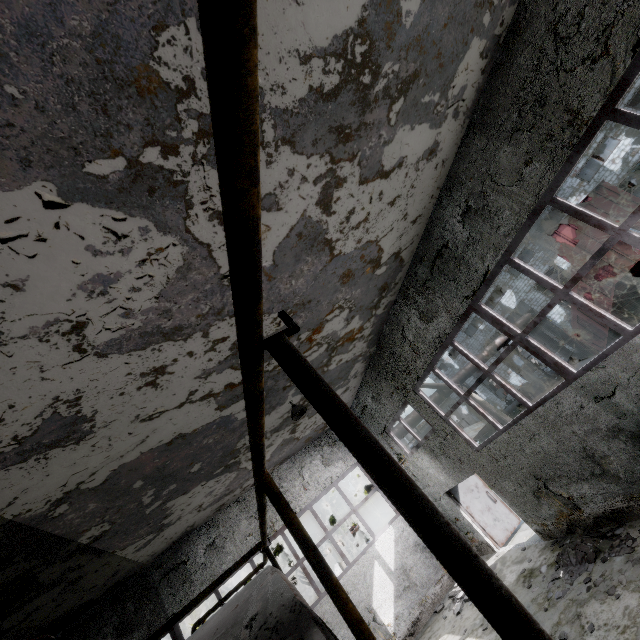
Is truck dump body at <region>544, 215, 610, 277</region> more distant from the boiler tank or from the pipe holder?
the pipe holder

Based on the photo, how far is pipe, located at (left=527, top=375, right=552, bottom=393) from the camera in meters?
26.8 m

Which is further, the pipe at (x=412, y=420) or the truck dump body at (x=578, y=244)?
the pipe at (x=412, y=420)

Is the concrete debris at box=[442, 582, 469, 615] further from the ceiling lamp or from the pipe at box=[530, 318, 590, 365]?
the ceiling lamp

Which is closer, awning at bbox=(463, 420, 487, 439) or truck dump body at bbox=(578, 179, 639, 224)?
awning at bbox=(463, 420, 487, 439)

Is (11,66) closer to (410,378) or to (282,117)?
(282,117)

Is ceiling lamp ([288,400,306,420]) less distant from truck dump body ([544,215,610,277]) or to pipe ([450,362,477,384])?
pipe ([450,362,477,384])

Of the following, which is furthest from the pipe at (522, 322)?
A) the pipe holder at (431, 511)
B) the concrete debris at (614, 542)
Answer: the pipe holder at (431, 511)
